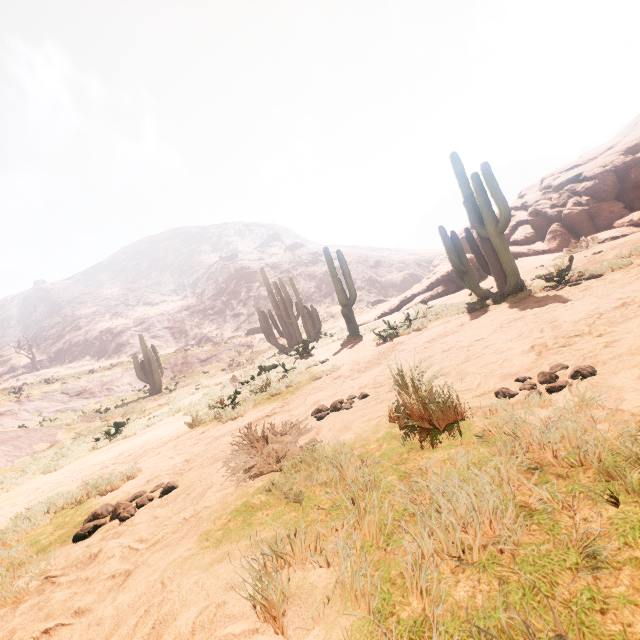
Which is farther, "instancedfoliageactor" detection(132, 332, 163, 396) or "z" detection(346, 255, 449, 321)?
"z" detection(346, 255, 449, 321)

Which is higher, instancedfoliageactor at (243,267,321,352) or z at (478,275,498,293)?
instancedfoliageactor at (243,267,321,352)

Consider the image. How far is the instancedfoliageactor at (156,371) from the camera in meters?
20.3 m

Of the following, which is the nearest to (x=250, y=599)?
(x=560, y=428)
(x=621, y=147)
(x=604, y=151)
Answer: (x=560, y=428)

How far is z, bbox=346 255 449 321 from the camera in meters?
28.1 m

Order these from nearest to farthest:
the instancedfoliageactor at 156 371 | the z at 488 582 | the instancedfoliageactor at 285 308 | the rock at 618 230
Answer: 1. the z at 488 582
2. the rock at 618 230
3. the instancedfoliageactor at 285 308
4. the instancedfoliageactor at 156 371

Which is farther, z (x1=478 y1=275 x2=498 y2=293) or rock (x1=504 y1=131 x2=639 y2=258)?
rock (x1=504 y1=131 x2=639 y2=258)

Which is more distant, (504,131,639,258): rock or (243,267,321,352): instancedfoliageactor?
(243,267,321,352): instancedfoliageactor
